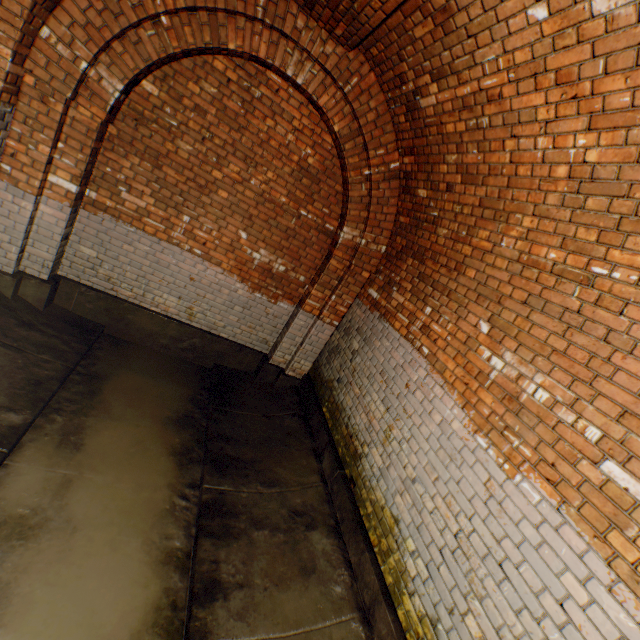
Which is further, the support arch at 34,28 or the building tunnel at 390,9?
the support arch at 34,28

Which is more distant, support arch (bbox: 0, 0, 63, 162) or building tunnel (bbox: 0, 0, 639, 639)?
support arch (bbox: 0, 0, 63, 162)

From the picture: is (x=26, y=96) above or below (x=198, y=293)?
above
